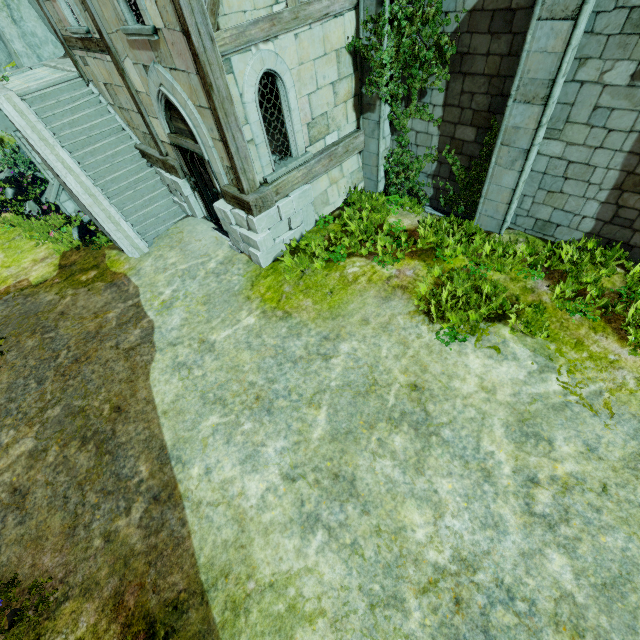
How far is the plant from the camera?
7.06m

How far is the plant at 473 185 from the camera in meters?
7.1

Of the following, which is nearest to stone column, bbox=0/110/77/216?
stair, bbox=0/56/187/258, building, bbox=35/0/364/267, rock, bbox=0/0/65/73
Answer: stair, bbox=0/56/187/258

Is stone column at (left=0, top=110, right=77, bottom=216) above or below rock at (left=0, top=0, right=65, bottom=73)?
below

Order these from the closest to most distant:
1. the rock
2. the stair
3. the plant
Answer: the plant < the stair < the rock

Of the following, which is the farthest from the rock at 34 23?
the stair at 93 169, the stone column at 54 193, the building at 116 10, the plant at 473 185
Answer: the plant at 473 185

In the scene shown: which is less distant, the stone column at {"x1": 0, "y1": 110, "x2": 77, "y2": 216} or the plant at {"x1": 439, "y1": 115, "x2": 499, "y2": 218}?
the plant at {"x1": 439, "y1": 115, "x2": 499, "y2": 218}

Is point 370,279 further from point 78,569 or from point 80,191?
point 80,191
